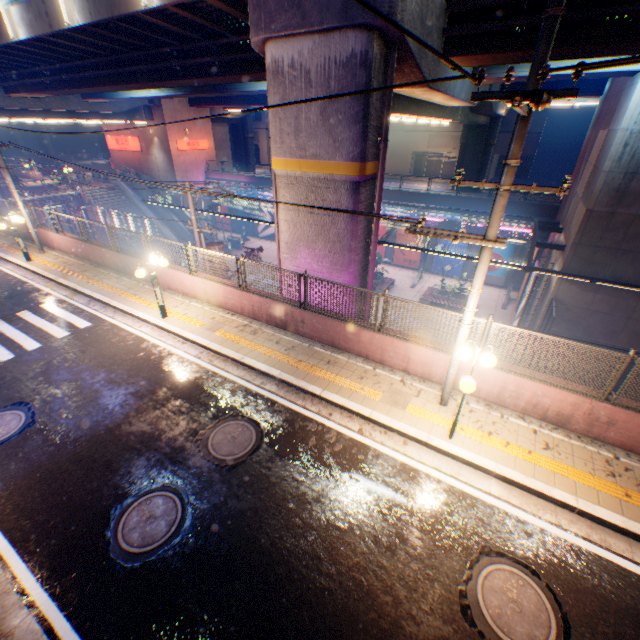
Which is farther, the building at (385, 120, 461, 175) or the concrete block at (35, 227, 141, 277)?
the building at (385, 120, 461, 175)

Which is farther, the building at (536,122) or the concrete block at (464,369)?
the building at (536,122)

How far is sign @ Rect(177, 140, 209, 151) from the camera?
36.5 meters

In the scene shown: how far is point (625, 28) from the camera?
8.02m

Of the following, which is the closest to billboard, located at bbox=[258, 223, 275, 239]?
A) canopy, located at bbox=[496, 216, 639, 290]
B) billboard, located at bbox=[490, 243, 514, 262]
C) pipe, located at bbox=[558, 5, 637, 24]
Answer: canopy, located at bbox=[496, 216, 639, 290]

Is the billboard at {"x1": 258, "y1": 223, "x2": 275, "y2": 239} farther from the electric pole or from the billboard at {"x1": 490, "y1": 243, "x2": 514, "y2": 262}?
the electric pole

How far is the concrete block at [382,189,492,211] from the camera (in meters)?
26.30

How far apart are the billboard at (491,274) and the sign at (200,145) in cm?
3318
